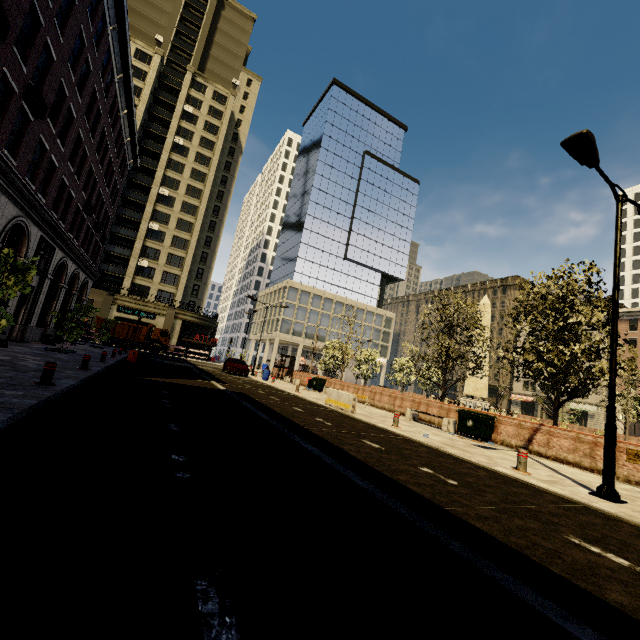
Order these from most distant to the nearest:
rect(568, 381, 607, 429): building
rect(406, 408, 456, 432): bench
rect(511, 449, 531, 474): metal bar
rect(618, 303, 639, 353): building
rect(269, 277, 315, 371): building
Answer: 1. rect(269, 277, 315, 371): building
2. rect(568, 381, 607, 429): building
3. rect(618, 303, 639, 353): building
4. rect(406, 408, 456, 432): bench
5. rect(511, 449, 531, 474): metal bar

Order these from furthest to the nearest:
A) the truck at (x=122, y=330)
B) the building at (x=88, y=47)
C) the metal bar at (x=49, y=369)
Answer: the truck at (x=122, y=330)
the building at (x=88, y=47)
the metal bar at (x=49, y=369)

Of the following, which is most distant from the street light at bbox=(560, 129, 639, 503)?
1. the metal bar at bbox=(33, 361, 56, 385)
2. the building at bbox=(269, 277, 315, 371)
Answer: the building at bbox=(269, 277, 315, 371)

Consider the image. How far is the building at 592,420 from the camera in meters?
49.5

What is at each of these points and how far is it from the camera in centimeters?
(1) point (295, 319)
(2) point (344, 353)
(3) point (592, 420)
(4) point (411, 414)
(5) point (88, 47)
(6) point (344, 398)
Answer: (1) building, 5816cm
(2) tree, 2939cm
(3) building, 5022cm
(4) bench, 1680cm
(5) building, 1677cm
(6) cement barricade, 1545cm

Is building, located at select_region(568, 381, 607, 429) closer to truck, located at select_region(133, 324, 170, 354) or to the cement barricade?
truck, located at select_region(133, 324, 170, 354)

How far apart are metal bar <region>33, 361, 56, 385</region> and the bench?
14.5m

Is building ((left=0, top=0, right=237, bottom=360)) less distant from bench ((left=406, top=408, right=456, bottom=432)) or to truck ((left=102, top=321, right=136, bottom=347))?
truck ((left=102, top=321, right=136, bottom=347))
